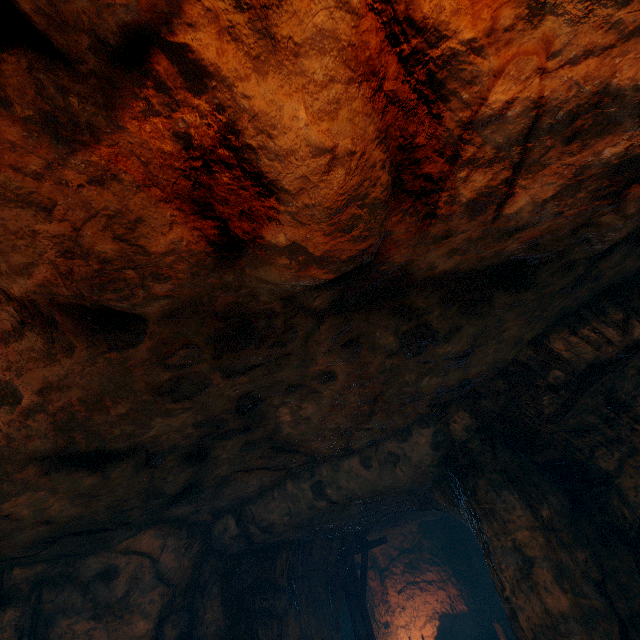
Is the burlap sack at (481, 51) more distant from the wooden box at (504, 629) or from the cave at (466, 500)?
the wooden box at (504, 629)

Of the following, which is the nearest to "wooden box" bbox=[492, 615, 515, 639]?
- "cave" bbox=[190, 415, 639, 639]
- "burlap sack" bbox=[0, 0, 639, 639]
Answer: "cave" bbox=[190, 415, 639, 639]

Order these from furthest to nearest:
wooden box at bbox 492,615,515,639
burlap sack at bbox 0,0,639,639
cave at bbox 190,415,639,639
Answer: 1. wooden box at bbox 492,615,515,639
2. cave at bbox 190,415,639,639
3. burlap sack at bbox 0,0,639,639

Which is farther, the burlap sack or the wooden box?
the wooden box

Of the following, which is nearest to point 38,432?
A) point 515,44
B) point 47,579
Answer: point 515,44

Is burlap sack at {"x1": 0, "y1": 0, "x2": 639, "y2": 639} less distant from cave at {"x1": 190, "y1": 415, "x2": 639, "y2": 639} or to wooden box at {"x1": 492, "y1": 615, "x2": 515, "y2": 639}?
cave at {"x1": 190, "y1": 415, "x2": 639, "y2": 639}
